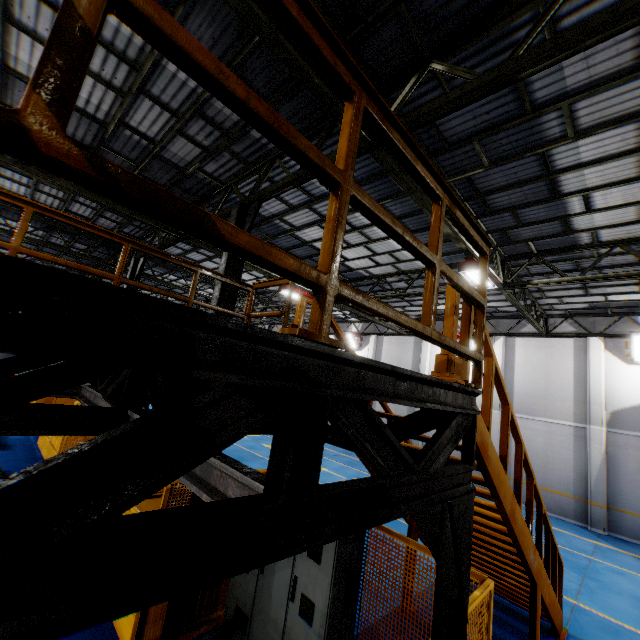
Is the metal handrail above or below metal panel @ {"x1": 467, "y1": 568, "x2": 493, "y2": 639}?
above

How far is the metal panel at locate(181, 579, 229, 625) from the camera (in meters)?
5.14

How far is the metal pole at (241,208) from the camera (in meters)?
7.55

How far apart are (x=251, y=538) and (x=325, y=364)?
0.7 meters

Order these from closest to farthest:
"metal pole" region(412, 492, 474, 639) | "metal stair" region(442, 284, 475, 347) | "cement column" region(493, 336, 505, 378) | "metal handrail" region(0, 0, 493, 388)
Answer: "metal handrail" region(0, 0, 493, 388)
"metal pole" region(412, 492, 474, 639)
"metal stair" region(442, 284, 475, 347)
"cement column" region(493, 336, 505, 378)

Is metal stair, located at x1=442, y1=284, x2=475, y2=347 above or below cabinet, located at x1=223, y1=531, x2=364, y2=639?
above

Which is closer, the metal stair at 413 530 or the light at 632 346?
the metal stair at 413 530

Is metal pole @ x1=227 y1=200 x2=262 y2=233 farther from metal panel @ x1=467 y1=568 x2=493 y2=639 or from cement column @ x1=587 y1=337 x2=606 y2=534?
cement column @ x1=587 y1=337 x2=606 y2=534
